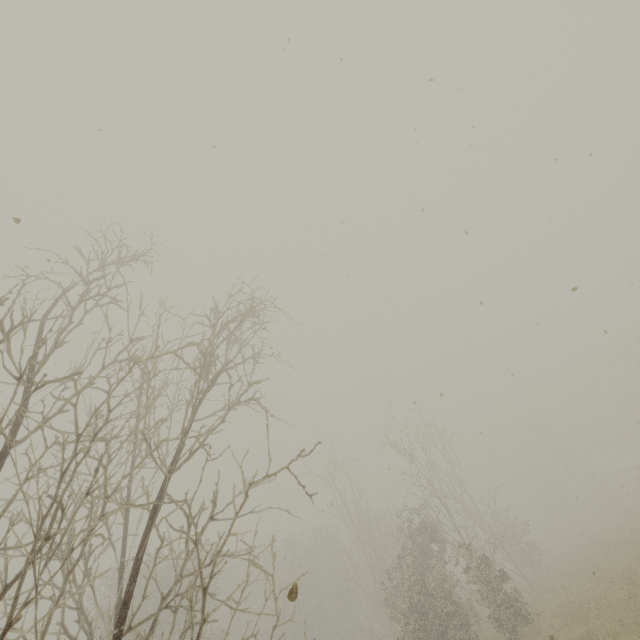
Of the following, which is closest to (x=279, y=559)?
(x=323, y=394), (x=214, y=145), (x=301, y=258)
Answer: (x=323, y=394)
